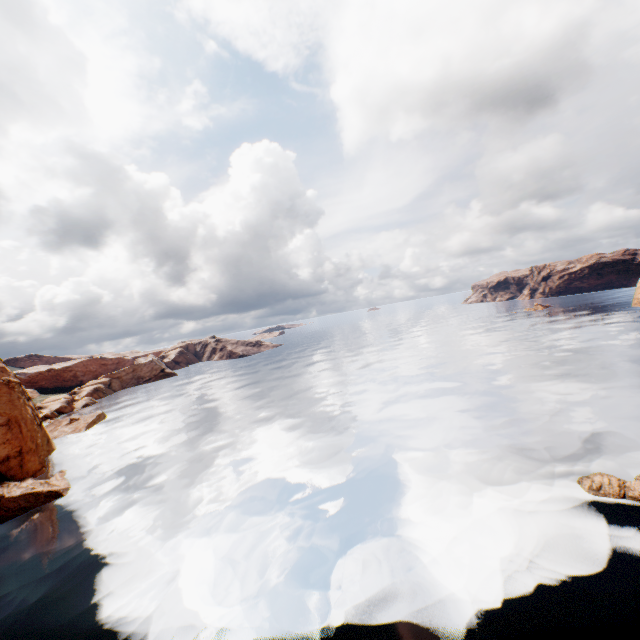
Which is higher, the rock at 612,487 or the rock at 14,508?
the rock at 14,508

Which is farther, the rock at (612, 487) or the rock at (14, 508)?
the rock at (14, 508)

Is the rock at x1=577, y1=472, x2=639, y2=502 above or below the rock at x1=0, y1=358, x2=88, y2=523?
below

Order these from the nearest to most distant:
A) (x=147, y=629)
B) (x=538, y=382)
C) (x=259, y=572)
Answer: (x=147, y=629) < (x=259, y=572) < (x=538, y=382)

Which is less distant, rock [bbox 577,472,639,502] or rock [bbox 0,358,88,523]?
rock [bbox 577,472,639,502]
